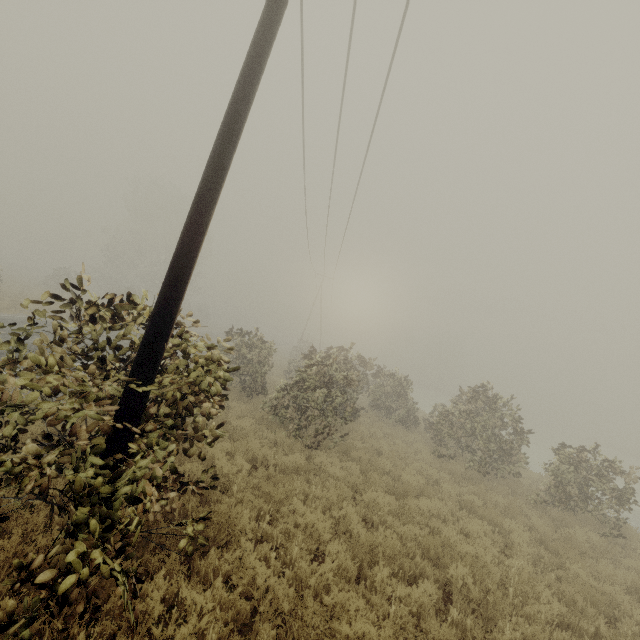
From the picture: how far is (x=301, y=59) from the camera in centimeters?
948cm
